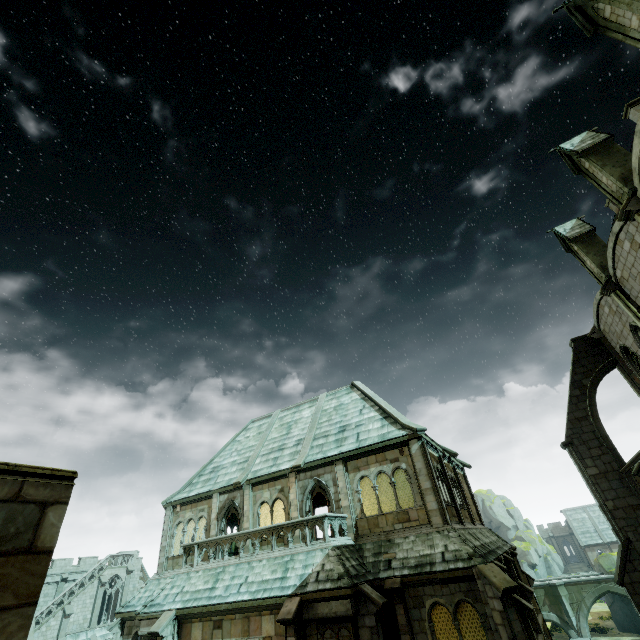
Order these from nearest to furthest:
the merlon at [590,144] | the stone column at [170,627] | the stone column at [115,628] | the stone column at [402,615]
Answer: the stone column at [402,615], the merlon at [590,144], the stone column at [170,627], the stone column at [115,628]

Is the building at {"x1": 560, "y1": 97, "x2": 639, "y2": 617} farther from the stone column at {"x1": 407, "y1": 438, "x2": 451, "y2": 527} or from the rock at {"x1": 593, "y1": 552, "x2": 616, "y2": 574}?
the stone column at {"x1": 407, "y1": 438, "x2": 451, "y2": 527}

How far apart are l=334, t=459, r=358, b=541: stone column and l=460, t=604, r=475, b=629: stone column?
7.8m

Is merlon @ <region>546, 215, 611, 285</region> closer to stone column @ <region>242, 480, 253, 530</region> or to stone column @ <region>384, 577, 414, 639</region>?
stone column @ <region>384, 577, 414, 639</region>

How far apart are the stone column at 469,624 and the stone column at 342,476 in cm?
782

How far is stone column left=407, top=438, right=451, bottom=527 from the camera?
14.4 meters

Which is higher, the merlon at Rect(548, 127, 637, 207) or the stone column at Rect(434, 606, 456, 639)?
the merlon at Rect(548, 127, 637, 207)

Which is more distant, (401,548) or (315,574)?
(401,548)
